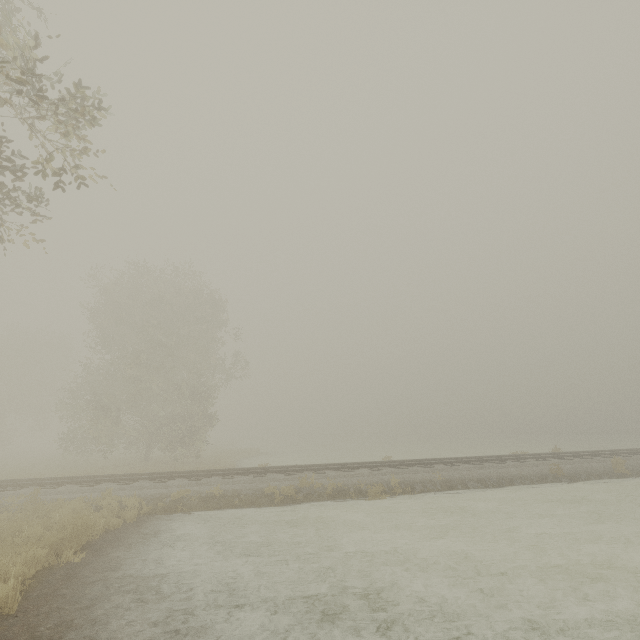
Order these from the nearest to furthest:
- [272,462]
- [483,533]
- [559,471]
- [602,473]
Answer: [483,533] < [559,471] < [602,473] < [272,462]
